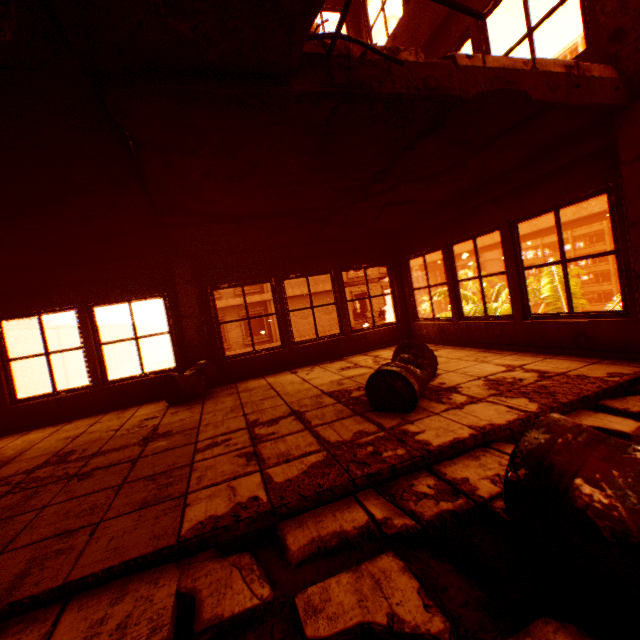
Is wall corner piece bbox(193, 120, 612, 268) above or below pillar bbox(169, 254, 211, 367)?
above

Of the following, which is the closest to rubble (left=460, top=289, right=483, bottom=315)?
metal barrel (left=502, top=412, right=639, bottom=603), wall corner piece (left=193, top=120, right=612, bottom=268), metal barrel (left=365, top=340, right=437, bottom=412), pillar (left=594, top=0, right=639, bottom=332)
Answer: pillar (left=594, top=0, right=639, bottom=332)

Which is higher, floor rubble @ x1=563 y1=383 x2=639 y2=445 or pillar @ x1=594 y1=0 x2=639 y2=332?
pillar @ x1=594 y1=0 x2=639 y2=332

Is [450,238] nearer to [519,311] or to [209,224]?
[519,311]

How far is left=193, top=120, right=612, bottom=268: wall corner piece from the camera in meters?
3.6

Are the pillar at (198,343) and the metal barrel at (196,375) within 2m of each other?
yes

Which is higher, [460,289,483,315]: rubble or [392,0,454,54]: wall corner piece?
[392,0,454,54]: wall corner piece

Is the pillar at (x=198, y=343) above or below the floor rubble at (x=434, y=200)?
below
